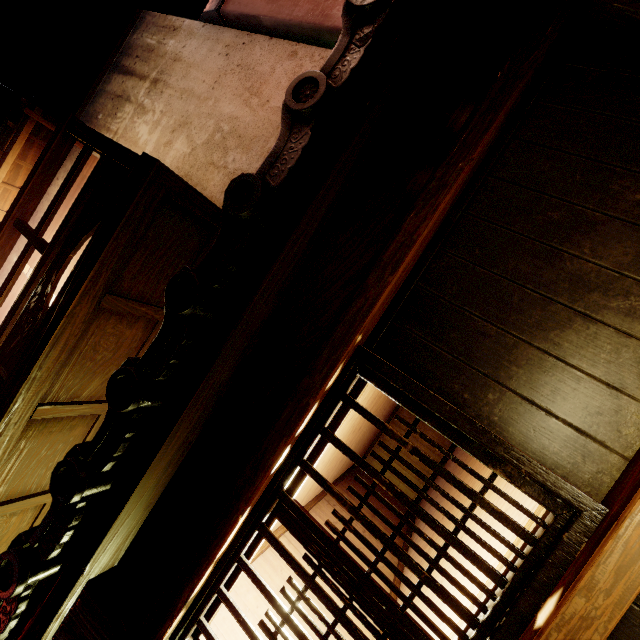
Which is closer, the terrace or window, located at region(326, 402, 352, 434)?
window, located at region(326, 402, 352, 434)

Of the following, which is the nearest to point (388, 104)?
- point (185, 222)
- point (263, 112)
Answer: point (185, 222)

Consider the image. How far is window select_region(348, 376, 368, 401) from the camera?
3.14m

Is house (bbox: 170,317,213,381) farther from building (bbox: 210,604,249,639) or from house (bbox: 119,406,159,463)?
building (bbox: 210,604,249,639)

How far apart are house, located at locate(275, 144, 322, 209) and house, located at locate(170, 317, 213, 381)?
1.2m

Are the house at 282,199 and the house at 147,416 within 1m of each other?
no

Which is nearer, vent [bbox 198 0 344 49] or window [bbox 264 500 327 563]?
window [bbox 264 500 327 563]

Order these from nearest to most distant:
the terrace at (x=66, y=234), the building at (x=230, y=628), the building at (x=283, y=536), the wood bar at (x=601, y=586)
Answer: the wood bar at (x=601, y=586) → the building at (x=230, y=628) → the terrace at (x=66, y=234) → the building at (x=283, y=536)
